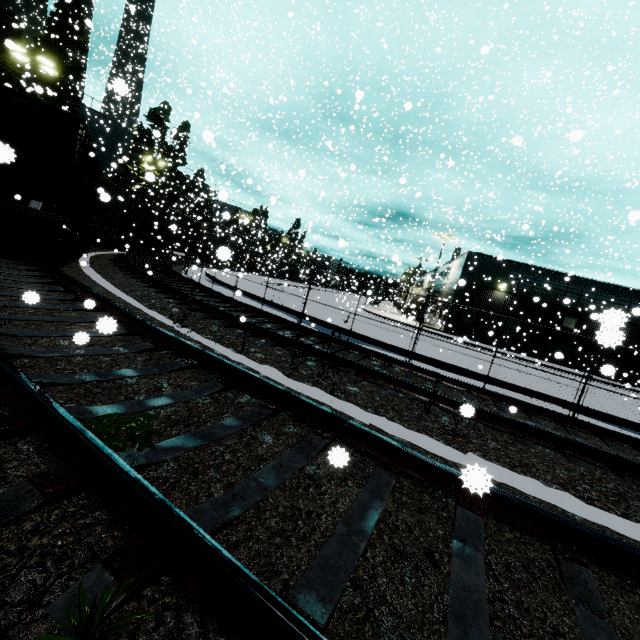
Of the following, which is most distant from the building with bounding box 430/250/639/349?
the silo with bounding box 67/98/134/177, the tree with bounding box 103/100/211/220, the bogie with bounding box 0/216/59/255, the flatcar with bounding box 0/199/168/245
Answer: the tree with bounding box 103/100/211/220

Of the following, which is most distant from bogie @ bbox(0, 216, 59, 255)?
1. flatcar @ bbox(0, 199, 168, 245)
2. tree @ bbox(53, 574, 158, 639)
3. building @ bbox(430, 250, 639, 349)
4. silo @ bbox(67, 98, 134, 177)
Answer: tree @ bbox(53, 574, 158, 639)

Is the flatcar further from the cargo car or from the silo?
the silo

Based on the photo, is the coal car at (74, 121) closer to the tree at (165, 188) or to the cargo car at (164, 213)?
the cargo car at (164, 213)

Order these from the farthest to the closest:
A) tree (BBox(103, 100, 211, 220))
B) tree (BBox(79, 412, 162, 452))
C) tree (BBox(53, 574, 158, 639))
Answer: tree (BBox(103, 100, 211, 220)), tree (BBox(79, 412, 162, 452)), tree (BBox(53, 574, 158, 639))

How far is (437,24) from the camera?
31.8 meters

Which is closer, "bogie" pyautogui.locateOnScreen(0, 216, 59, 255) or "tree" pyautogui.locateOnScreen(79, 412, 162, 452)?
"tree" pyautogui.locateOnScreen(79, 412, 162, 452)

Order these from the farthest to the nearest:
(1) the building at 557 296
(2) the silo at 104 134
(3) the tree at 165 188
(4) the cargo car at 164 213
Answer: (2) the silo at 104 134, (3) the tree at 165 188, (4) the cargo car at 164 213, (1) the building at 557 296
